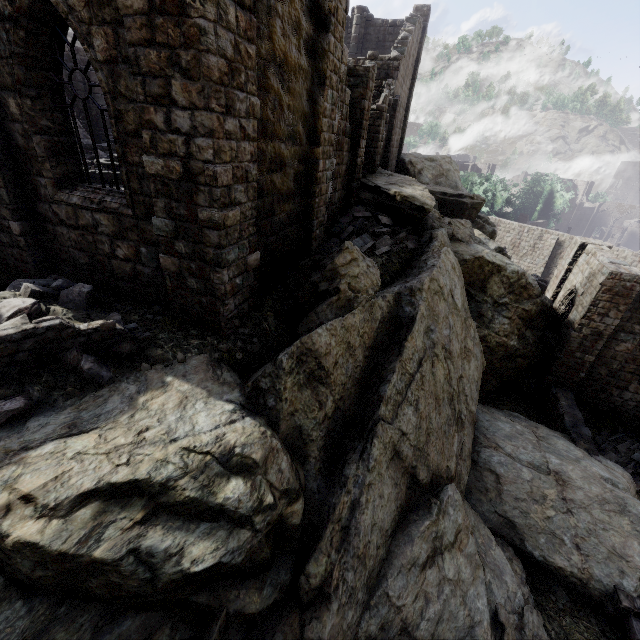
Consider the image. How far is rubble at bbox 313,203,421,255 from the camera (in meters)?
11.98

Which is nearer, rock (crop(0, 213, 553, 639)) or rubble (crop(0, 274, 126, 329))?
rock (crop(0, 213, 553, 639))

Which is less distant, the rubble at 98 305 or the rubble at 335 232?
the rubble at 98 305

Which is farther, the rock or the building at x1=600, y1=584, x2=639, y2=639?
the building at x1=600, y1=584, x2=639, y2=639

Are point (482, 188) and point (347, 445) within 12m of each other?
no

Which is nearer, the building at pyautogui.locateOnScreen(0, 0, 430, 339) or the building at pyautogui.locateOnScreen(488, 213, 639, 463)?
the building at pyautogui.locateOnScreen(0, 0, 430, 339)

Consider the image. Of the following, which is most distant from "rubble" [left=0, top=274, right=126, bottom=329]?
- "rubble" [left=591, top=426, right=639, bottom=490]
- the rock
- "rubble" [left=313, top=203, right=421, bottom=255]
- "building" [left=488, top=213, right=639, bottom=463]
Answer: "rubble" [left=591, top=426, right=639, bottom=490]

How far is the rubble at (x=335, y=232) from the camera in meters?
12.0
